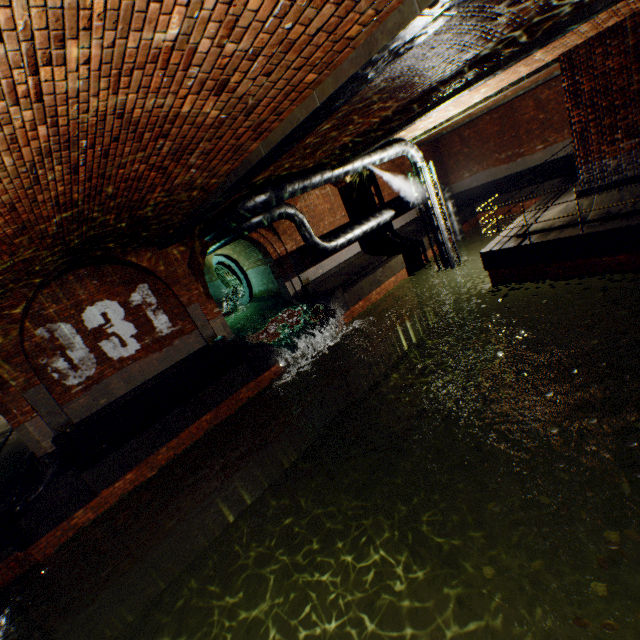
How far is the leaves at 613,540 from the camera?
3.5m

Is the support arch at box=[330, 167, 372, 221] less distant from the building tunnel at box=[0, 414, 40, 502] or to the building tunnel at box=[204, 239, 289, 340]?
the building tunnel at box=[204, 239, 289, 340]

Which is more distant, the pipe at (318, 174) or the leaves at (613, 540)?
the pipe at (318, 174)

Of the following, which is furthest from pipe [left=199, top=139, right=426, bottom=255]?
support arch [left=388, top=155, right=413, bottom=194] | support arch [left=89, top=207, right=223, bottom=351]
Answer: support arch [left=388, top=155, right=413, bottom=194]

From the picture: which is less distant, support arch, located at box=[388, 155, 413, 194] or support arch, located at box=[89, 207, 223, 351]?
support arch, located at box=[89, 207, 223, 351]

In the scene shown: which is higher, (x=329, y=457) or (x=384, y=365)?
(x=384, y=365)

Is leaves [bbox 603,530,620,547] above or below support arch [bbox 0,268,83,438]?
below

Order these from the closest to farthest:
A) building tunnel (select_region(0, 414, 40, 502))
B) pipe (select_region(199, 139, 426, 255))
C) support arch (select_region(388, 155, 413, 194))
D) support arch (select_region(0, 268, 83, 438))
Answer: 1. support arch (select_region(0, 268, 83, 438))
2. pipe (select_region(199, 139, 426, 255))
3. building tunnel (select_region(0, 414, 40, 502))
4. support arch (select_region(388, 155, 413, 194))
